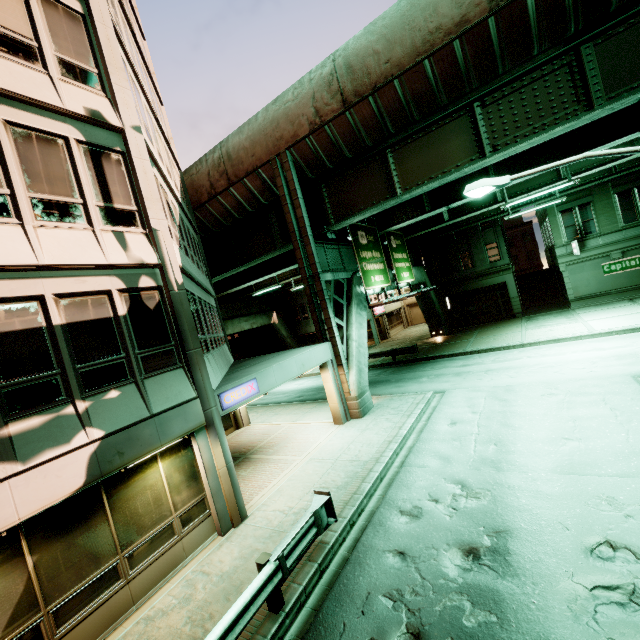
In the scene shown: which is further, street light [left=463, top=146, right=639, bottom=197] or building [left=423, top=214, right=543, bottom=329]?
building [left=423, top=214, right=543, bottom=329]

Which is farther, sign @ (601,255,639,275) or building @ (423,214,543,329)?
building @ (423,214,543,329)

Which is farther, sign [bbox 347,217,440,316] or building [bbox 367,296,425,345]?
building [bbox 367,296,425,345]

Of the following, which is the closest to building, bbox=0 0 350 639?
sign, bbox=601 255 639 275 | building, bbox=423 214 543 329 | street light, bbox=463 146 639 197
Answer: street light, bbox=463 146 639 197

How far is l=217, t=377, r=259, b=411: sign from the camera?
9.34m

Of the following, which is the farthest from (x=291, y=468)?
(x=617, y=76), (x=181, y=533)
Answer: (x=617, y=76)

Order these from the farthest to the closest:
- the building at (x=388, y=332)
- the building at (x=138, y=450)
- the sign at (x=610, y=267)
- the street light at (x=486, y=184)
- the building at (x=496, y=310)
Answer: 1. the building at (x=388, y=332)
2. the building at (x=496, y=310)
3. the sign at (x=610, y=267)
4. the street light at (x=486, y=184)
5. the building at (x=138, y=450)

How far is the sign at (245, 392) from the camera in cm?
934
